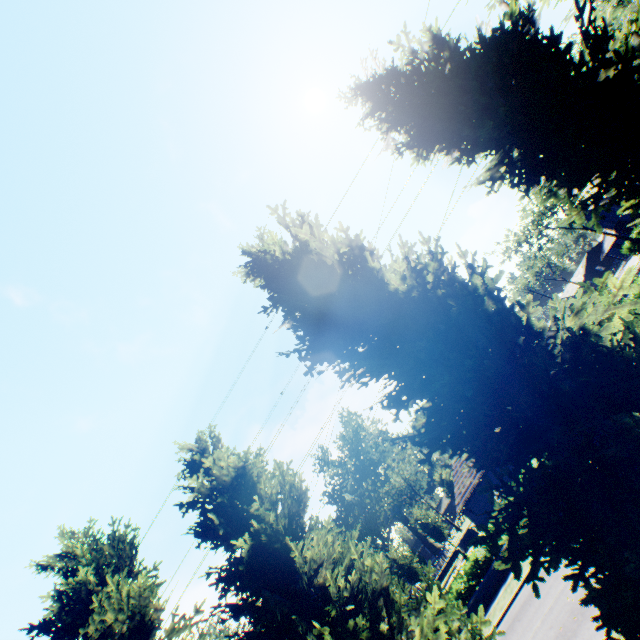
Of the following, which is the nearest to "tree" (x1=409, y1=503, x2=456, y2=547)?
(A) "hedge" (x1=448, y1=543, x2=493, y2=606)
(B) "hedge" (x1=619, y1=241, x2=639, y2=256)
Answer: (B) "hedge" (x1=619, y1=241, x2=639, y2=256)

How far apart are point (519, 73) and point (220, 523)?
10.7m

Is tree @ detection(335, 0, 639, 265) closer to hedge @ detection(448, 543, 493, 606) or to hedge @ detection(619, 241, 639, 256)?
hedge @ detection(619, 241, 639, 256)

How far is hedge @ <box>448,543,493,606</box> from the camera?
19.2m

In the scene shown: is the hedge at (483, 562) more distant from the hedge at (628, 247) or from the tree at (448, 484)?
the hedge at (628, 247)

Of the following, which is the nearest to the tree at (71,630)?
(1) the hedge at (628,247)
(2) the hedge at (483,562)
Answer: (1) the hedge at (628,247)

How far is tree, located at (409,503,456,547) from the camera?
45.81m

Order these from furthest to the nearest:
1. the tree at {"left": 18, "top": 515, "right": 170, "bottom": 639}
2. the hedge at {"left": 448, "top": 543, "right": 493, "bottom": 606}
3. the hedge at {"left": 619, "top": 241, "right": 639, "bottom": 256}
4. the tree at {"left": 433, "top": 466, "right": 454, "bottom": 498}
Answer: the tree at {"left": 433, "top": 466, "right": 454, "bottom": 498}
the hedge at {"left": 619, "top": 241, "right": 639, "bottom": 256}
the hedge at {"left": 448, "top": 543, "right": 493, "bottom": 606}
the tree at {"left": 18, "top": 515, "right": 170, "bottom": 639}
